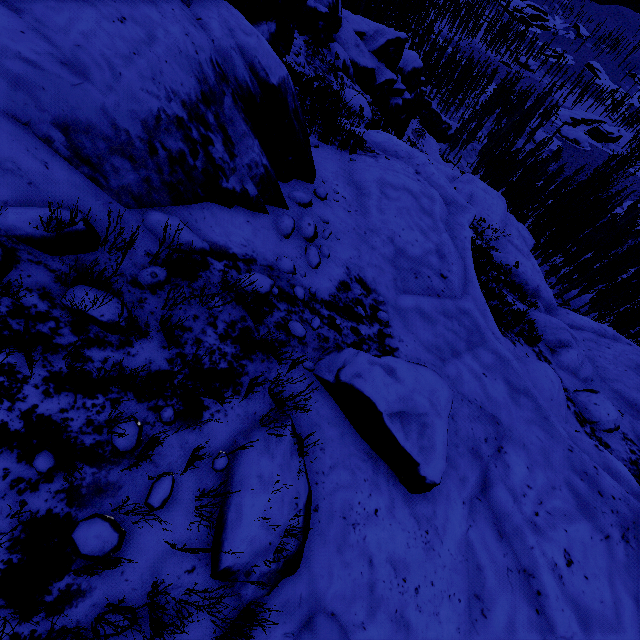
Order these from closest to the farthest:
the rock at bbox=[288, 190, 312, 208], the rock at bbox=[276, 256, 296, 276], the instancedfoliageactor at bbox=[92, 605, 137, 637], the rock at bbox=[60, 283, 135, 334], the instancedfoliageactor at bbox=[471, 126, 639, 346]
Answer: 1. the instancedfoliageactor at bbox=[92, 605, 137, 637]
2. the rock at bbox=[60, 283, 135, 334]
3. the rock at bbox=[276, 256, 296, 276]
4. the rock at bbox=[288, 190, 312, 208]
5. the instancedfoliageactor at bbox=[471, 126, 639, 346]

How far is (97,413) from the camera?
2.1 meters

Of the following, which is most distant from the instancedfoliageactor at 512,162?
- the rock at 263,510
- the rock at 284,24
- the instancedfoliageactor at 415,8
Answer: the rock at 263,510

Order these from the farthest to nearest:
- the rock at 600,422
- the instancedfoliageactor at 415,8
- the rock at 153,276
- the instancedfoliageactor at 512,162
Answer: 1. the instancedfoliageactor at 415,8
2. the instancedfoliageactor at 512,162
3. the rock at 600,422
4. the rock at 153,276

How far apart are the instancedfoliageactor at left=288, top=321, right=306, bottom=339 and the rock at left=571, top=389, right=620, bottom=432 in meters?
11.1 m

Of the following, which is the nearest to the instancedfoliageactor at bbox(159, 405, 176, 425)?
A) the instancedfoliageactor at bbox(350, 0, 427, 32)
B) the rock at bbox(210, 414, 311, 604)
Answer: the instancedfoliageactor at bbox(350, 0, 427, 32)

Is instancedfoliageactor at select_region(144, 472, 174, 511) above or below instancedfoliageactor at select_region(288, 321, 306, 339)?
above

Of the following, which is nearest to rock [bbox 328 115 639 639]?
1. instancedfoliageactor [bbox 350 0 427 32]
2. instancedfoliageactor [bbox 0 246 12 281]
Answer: instancedfoliageactor [bbox 0 246 12 281]
